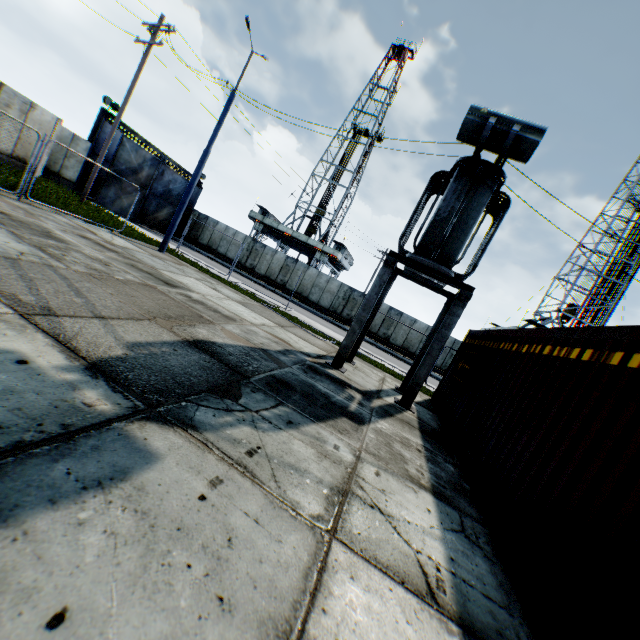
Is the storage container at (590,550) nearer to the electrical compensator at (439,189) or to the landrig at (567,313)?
the electrical compensator at (439,189)

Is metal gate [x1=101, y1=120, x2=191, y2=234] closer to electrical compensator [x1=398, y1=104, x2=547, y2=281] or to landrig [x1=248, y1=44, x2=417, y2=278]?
landrig [x1=248, y1=44, x2=417, y2=278]

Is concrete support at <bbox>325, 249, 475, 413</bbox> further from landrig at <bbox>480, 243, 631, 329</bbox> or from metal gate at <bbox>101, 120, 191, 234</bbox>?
landrig at <bbox>480, 243, 631, 329</bbox>

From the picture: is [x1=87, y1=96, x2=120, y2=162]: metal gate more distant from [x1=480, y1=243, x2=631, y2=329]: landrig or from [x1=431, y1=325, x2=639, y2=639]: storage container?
[x1=480, y1=243, x2=631, y2=329]: landrig

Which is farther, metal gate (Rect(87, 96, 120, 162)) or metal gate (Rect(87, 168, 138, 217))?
metal gate (Rect(87, 168, 138, 217))

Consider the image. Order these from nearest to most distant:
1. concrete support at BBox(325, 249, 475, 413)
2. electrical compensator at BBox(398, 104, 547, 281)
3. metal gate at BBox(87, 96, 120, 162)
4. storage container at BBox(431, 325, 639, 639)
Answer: storage container at BBox(431, 325, 639, 639) → electrical compensator at BBox(398, 104, 547, 281) → concrete support at BBox(325, 249, 475, 413) → metal gate at BBox(87, 96, 120, 162)

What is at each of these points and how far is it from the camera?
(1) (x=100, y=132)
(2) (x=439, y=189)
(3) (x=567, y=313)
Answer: (1) metal gate, 21.86m
(2) electrical compensator, 10.16m
(3) landrig, 33.47m

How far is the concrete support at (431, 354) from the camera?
8.4 meters
